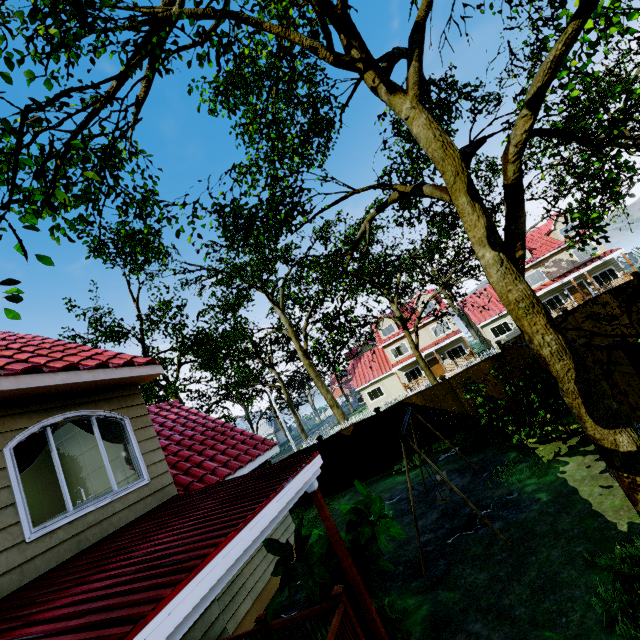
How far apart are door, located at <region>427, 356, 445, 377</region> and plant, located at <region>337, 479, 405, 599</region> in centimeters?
3033cm

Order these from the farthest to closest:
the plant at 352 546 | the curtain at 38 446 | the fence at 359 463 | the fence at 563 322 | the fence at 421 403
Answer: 1. the fence at 563 322
2. the fence at 359 463
3. the fence at 421 403
4. the plant at 352 546
5. the curtain at 38 446

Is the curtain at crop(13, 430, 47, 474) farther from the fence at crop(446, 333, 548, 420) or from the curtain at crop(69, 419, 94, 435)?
the fence at crop(446, 333, 548, 420)

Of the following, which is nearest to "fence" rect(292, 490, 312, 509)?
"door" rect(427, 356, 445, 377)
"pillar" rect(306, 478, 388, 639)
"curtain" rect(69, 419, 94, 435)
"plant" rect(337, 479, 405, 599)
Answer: "door" rect(427, 356, 445, 377)

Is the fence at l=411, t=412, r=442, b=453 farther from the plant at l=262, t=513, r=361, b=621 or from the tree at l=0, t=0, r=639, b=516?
the plant at l=262, t=513, r=361, b=621

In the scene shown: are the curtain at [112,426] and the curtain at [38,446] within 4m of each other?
yes

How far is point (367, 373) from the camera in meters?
38.1 m

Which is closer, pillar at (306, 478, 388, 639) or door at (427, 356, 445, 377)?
pillar at (306, 478, 388, 639)
